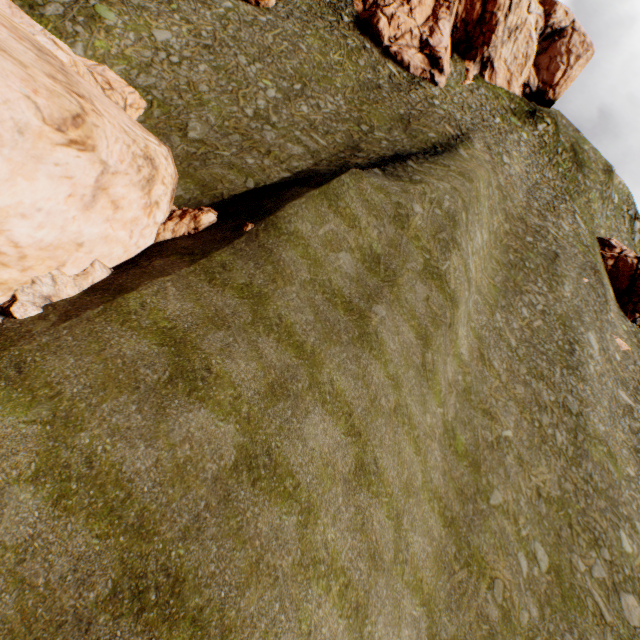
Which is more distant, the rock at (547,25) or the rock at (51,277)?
the rock at (547,25)

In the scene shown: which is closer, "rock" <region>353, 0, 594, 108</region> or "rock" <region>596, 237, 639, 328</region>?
"rock" <region>596, 237, 639, 328</region>

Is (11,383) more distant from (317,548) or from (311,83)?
(311,83)

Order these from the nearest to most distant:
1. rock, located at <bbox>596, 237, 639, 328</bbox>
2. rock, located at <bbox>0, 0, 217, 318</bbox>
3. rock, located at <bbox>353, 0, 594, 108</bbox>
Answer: rock, located at <bbox>0, 0, 217, 318</bbox>
rock, located at <bbox>596, 237, 639, 328</bbox>
rock, located at <bbox>353, 0, 594, 108</bbox>

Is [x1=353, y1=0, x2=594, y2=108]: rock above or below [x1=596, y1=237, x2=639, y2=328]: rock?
above

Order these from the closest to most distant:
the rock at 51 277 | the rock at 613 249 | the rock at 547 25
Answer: the rock at 51 277 → the rock at 613 249 → the rock at 547 25

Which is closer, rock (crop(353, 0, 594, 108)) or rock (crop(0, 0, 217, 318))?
rock (crop(0, 0, 217, 318))
